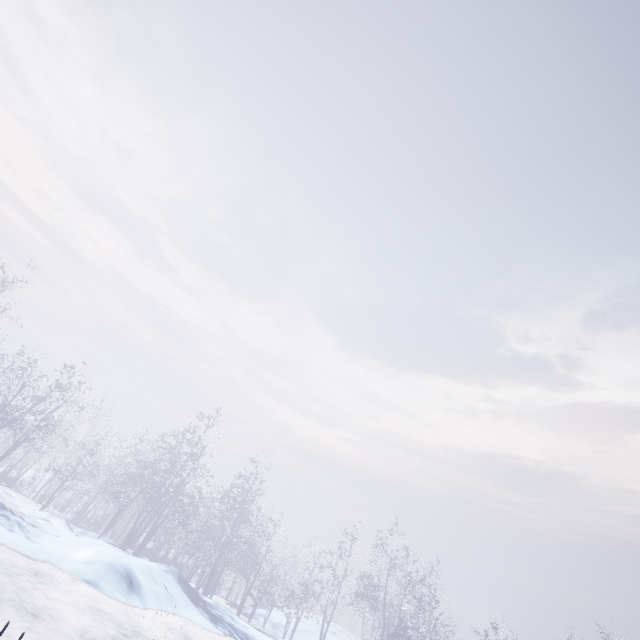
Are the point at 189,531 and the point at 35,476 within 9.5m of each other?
no
